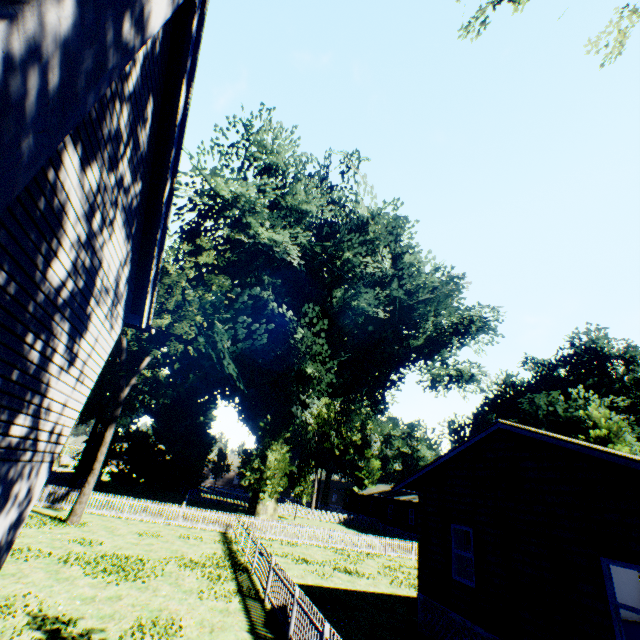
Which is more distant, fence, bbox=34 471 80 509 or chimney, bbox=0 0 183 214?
fence, bbox=34 471 80 509

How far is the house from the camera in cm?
3850

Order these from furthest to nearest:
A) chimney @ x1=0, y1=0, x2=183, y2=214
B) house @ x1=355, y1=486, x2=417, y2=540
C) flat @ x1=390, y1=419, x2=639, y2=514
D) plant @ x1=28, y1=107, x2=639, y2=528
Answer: house @ x1=355, y1=486, x2=417, y2=540
plant @ x1=28, y1=107, x2=639, y2=528
flat @ x1=390, y1=419, x2=639, y2=514
chimney @ x1=0, y1=0, x2=183, y2=214

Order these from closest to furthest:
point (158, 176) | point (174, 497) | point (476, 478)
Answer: point (158, 176) < point (476, 478) < point (174, 497)

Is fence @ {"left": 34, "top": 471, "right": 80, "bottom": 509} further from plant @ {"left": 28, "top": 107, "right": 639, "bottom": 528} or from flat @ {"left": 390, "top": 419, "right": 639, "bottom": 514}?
flat @ {"left": 390, "top": 419, "right": 639, "bottom": 514}

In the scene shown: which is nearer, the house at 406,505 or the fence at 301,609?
the fence at 301,609

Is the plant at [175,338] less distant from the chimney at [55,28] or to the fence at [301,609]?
the fence at [301,609]

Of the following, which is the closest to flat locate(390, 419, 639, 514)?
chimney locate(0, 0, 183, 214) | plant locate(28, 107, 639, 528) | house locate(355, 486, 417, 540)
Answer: plant locate(28, 107, 639, 528)
